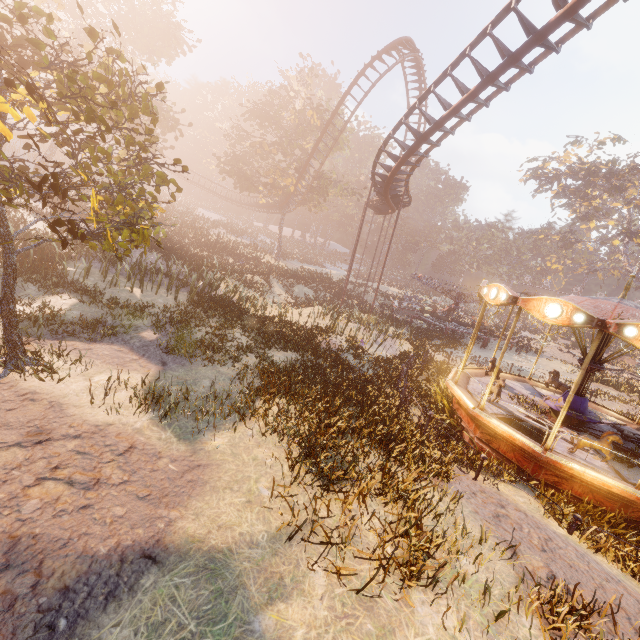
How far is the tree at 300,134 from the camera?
33.78m

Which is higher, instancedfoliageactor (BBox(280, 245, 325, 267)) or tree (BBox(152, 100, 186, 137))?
tree (BBox(152, 100, 186, 137))

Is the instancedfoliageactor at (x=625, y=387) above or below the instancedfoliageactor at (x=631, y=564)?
below

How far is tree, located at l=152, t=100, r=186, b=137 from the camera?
22.1m

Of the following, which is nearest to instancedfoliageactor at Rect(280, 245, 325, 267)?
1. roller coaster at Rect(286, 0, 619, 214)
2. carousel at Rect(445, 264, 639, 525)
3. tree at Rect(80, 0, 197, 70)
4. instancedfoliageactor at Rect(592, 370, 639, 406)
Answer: tree at Rect(80, 0, 197, 70)

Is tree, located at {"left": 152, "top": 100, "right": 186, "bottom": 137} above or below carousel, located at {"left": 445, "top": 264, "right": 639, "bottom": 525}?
above

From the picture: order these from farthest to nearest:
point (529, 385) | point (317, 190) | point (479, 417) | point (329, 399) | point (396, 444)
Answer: point (317, 190) < point (529, 385) < point (479, 417) < point (329, 399) < point (396, 444)

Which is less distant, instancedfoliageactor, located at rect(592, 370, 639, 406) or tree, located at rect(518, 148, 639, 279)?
instancedfoliageactor, located at rect(592, 370, 639, 406)
